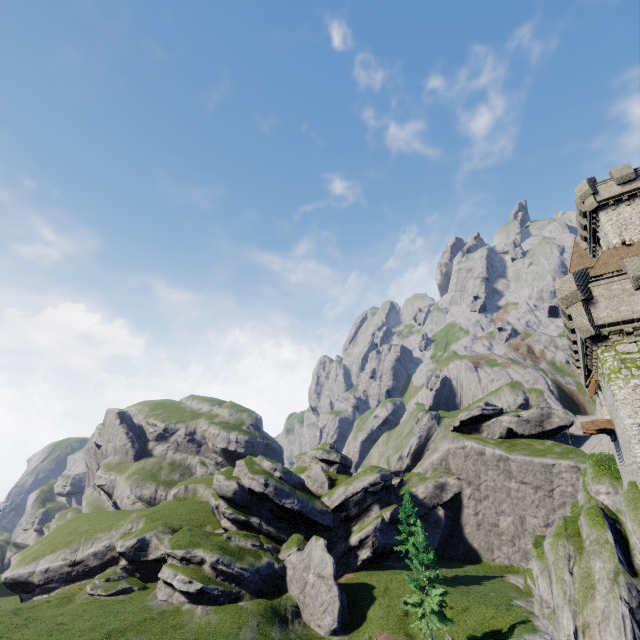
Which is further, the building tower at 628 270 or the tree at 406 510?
the tree at 406 510

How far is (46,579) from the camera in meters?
42.4

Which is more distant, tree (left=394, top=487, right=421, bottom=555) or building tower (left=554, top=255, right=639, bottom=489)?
tree (left=394, top=487, right=421, bottom=555)

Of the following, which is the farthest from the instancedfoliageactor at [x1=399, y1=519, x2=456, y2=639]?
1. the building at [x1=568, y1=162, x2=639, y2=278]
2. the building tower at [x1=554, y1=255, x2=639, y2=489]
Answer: the building at [x1=568, y1=162, x2=639, y2=278]

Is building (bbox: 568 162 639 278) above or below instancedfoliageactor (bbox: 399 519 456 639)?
above

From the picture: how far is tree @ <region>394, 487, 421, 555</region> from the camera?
41.9 meters

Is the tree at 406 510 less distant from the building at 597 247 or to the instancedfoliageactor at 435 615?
the instancedfoliageactor at 435 615

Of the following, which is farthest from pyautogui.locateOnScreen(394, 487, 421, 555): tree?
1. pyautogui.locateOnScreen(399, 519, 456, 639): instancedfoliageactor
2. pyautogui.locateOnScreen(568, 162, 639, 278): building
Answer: pyautogui.locateOnScreen(568, 162, 639, 278): building
